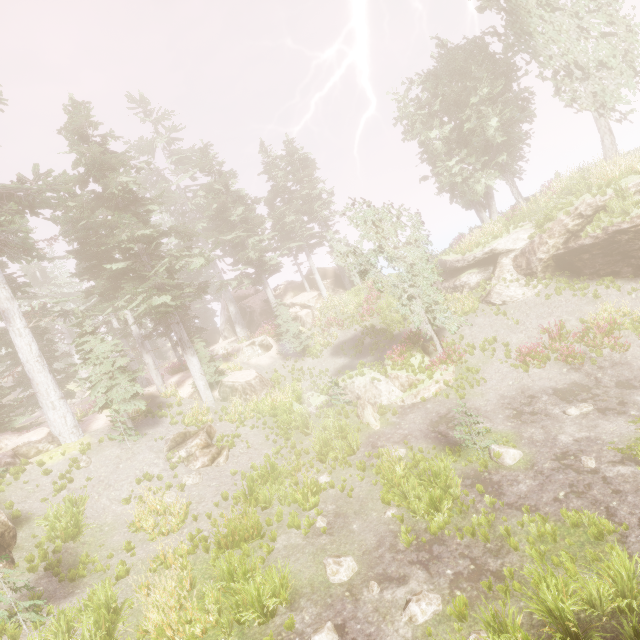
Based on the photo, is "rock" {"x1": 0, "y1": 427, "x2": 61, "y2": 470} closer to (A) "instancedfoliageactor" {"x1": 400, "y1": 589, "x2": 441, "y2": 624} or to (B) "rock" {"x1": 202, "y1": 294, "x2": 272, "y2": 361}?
(A) "instancedfoliageactor" {"x1": 400, "y1": 589, "x2": 441, "y2": 624}

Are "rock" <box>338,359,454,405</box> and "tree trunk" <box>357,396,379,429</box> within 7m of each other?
yes

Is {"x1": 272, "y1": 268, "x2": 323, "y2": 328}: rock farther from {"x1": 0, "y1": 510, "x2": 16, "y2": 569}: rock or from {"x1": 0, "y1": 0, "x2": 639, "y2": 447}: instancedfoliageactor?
{"x1": 0, "y1": 510, "x2": 16, "y2": 569}: rock

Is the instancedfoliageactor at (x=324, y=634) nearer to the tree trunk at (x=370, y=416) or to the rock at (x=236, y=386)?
the rock at (x=236, y=386)

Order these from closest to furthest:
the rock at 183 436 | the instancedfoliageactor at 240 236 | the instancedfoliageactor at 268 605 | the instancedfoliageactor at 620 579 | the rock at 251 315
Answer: the instancedfoliageactor at 620 579
the instancedfoliageactor at 268 605
the rock at 183 436
the instancedfoliageactor at 240 236
the rock at 251 315

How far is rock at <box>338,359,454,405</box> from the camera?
16.33m

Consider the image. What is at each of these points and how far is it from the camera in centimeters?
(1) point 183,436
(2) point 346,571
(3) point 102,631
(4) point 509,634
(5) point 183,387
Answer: (1) rock, 1672cm
(2) instancedfoliageactor, 865cm
(3) instancedfoliageactor, 826cm
(4) instancedfoliageactor, 607cm
(5) rock, 2256cm

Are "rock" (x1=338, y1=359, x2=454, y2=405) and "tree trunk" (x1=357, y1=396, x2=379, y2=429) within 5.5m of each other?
yes
